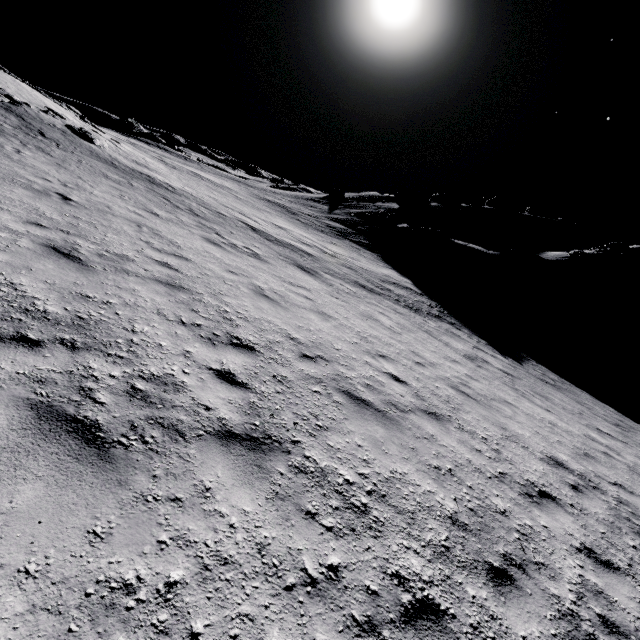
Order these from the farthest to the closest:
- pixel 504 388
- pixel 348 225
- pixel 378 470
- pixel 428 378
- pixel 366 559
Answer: pixel 348 225
pixel 504 388
pixel 428 378
pixel 378 470
pixel 366 559

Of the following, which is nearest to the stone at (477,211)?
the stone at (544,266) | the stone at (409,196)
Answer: the stone at (409,196)

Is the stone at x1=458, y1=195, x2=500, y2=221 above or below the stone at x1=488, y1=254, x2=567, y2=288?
above

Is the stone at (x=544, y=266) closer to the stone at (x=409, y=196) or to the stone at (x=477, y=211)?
the stone at (x=477, y=211)

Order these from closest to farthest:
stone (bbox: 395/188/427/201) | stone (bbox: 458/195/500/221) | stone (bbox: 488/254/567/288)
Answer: stone (bbox: 488/254/567/288), stone (bbox: 458/195/500/221), stone (bbox: 395/188/427/201)

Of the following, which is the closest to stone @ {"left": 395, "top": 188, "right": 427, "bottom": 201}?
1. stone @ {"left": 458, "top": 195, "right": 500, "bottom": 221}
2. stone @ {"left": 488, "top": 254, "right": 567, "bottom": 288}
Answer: stone @ {"left": 458, "top": 195, "right": 500, "bottom": 221}

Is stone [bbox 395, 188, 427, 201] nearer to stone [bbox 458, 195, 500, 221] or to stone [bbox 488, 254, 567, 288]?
stone [bbox 458, 195, 500, 221]
